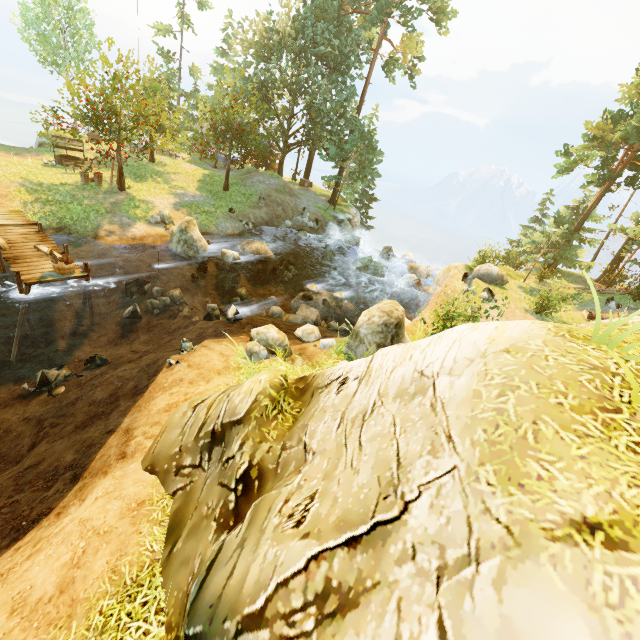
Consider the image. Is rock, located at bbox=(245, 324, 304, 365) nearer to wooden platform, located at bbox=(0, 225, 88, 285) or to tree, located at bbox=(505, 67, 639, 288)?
wooden platform, located at bbox=(0, 225, 88, 285)

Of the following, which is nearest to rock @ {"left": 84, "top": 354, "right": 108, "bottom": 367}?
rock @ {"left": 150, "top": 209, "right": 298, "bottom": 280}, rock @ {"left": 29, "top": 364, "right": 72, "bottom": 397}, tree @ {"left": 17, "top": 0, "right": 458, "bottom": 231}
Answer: rock @ {"left": 29, "top": 364, "right": 72, "bottom": 397}

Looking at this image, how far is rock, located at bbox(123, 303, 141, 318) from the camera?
13.3m

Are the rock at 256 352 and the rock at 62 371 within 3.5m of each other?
no

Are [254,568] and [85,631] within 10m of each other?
yes

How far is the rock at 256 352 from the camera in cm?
1051

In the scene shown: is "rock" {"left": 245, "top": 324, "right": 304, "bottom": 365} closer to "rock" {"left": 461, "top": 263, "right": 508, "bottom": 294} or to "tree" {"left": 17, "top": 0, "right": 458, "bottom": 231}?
"tree" {"left": 17, "top": 0, "right": 458, "bottom": 231}

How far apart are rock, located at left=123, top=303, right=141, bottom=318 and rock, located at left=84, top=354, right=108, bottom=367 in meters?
2.2
